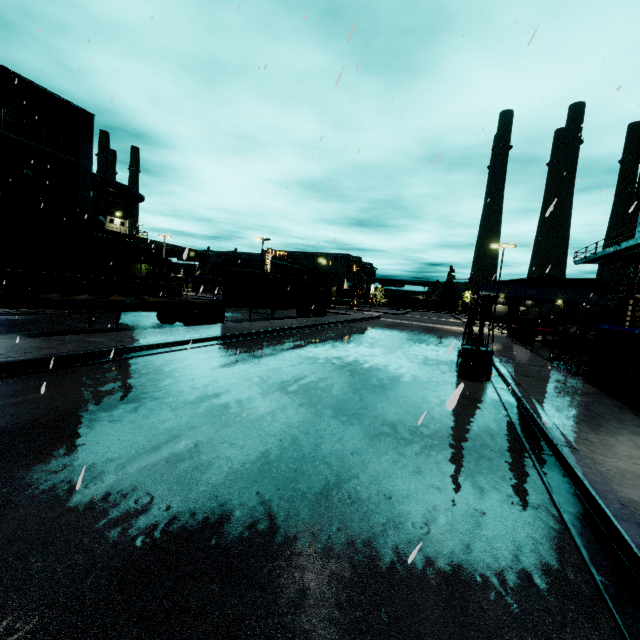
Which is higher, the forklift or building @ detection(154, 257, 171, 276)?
building @ detection(154, 257, 171, 276)

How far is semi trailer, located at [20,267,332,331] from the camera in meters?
13.2 m

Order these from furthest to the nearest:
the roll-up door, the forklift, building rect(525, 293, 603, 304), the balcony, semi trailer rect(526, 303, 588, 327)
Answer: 1. building rect(525, 293, 603, 304)
2. semi trailer rect(526, 303, 588, 327)
3. the roll-up door
4. the balcony
5. the forklift

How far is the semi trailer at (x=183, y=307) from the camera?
13.2 meters

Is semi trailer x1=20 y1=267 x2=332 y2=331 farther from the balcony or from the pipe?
the balcony

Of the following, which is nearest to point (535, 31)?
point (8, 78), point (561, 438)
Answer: point (561, 438)

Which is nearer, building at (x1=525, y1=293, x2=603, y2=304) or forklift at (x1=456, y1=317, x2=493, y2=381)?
forklift at (x1=456, y1=317, x2=493, y2=381)

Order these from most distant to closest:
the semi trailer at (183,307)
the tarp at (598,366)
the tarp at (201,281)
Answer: the tarp at (201,281) → the semi trailer at (183,307) → the tarp at (598,366)
